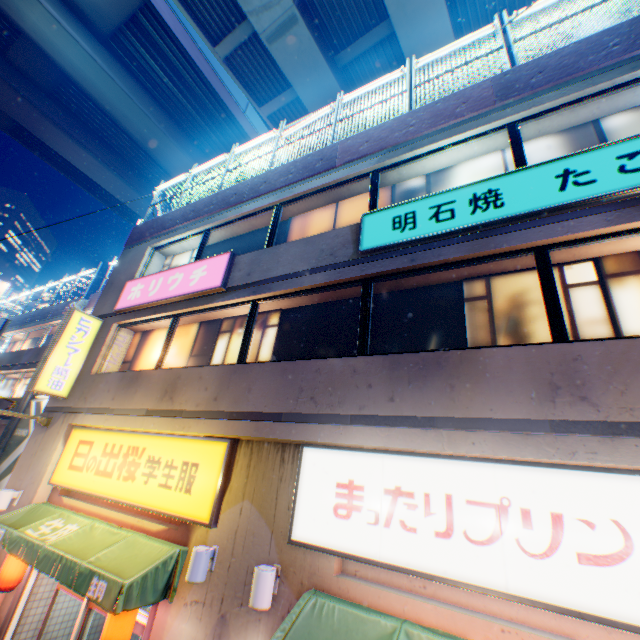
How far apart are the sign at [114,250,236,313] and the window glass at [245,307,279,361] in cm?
57

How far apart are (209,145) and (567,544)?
27.7 meters

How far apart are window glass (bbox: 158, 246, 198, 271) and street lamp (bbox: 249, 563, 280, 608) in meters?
7.9

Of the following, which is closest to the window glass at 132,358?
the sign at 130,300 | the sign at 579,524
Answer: the sign at 130,300

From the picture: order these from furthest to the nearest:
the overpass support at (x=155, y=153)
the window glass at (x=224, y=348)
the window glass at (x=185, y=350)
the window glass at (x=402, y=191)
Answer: the overpass support at (x=155, y=153), the window glass at (x=185, y=350), the window glass at (x=224, y=348), the window glass at (x=402, y=191)

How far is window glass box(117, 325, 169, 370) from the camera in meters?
9.2

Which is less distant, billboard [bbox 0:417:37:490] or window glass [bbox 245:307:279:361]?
window glass [bbox 245:307:279:361]

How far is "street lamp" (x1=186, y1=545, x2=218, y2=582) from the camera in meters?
4.8 m
